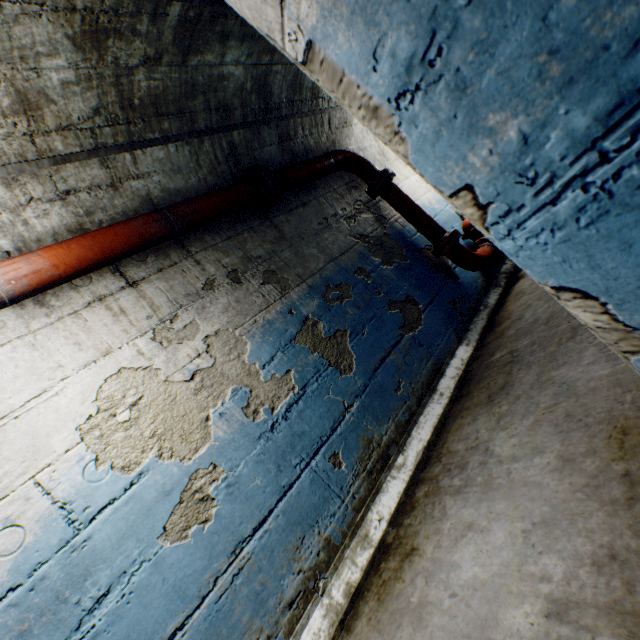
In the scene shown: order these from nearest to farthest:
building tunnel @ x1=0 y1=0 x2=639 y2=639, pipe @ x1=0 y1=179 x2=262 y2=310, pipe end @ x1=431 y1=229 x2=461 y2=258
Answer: building tunnel @ x1=0 y1=0 x2=639 y2=639 → pipe @ x1=0 y1=179 x2=262 y2=310 → pipe end @ x1=431 y1=229 x2=461 y2=258

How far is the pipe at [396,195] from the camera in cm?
364

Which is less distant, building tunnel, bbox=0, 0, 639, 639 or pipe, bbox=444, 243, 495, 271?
building tunnel, bbox=0, 0, 639, 639

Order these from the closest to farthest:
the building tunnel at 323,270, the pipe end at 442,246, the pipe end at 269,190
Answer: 1. the building tunnel at 323,270
2. the pipe end at 269,190
3. the pipe end at 442,246

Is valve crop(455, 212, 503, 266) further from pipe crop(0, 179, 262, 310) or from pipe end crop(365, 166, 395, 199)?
pipe crop(0, 179, 262, 310)

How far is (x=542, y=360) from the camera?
2.07m

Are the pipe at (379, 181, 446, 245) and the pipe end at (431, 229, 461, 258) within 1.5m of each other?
yes

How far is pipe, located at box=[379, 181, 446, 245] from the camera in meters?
3.6 m
